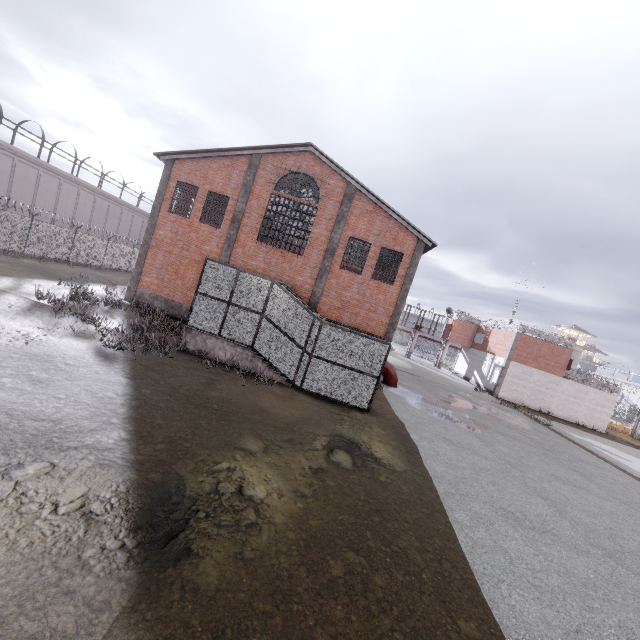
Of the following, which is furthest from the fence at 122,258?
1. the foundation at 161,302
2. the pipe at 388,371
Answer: the pipe at 388,371

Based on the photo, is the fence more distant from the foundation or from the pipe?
the pipe

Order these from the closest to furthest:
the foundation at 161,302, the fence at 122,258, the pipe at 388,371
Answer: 1. the foundation at 161,302
2. the pipe at 388,371
3. the fence at 122,258

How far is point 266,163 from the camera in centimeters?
1916cm

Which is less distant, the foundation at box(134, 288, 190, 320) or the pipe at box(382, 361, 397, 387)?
the foundation at box(134, 288, 190, 320)

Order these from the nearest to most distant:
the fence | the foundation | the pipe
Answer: the foundation → the pipe → the fence

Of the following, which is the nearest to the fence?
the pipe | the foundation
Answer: the foundation
